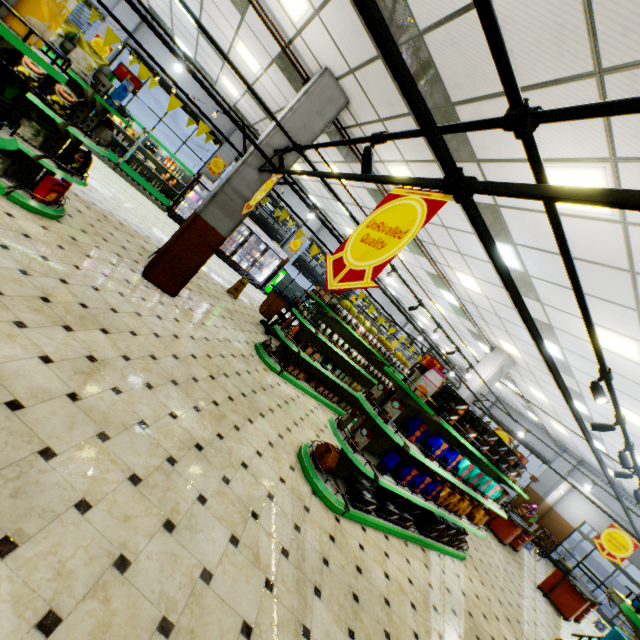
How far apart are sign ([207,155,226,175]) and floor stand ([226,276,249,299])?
6.6 meters

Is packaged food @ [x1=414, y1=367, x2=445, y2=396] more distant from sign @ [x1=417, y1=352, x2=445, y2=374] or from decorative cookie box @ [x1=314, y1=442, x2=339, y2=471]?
decorative cookie box @ [x1=314, y1=442, x2=339, y2=471]

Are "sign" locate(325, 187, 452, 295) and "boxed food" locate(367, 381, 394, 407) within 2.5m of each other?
no

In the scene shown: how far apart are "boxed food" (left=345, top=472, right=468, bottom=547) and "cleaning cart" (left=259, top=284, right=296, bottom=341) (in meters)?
5.47

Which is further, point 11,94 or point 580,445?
point 580,445

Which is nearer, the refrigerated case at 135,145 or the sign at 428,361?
the sign at 428,361

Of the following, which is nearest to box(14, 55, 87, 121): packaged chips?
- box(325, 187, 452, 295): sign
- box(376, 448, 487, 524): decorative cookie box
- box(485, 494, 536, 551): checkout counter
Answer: box(325, 187, 452, 295): sign

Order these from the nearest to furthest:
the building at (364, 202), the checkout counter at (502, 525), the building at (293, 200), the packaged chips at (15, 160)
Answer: the packaged chips at (15, 160)
the building at (364, 202)
the checkout counter at (502, 525)
the building at (293, 200)
